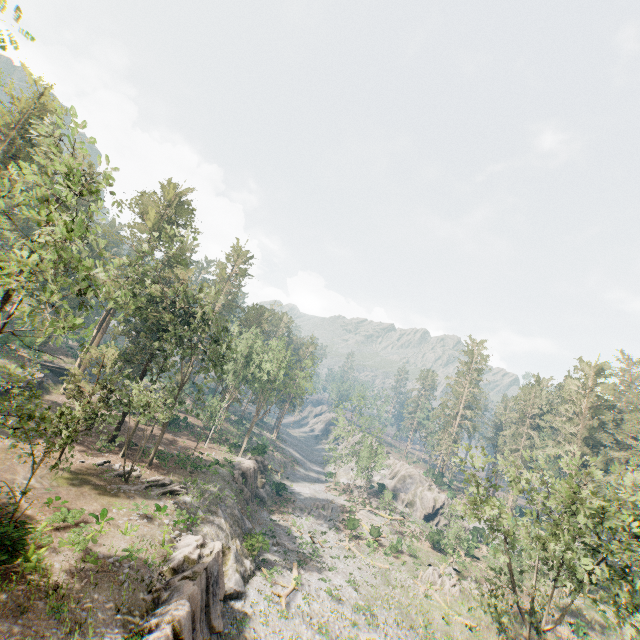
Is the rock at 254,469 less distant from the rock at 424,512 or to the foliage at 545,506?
the foliage at 545,506

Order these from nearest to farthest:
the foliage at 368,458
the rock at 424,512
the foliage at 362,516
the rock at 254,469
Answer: the rock at 254,469, the foliage at 362,516, the foliage at 368,458, the rock at 424,512

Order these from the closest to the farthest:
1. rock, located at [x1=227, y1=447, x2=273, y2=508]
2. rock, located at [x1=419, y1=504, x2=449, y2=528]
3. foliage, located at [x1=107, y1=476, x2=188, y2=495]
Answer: foliage, located at [x1=107, y1=476, x2=188, y2=495]
rock, located at [x1=227, y1=447, x2=273, y2=508]
rock, located at [x1=419, y1=504, x2=449, y2=528]

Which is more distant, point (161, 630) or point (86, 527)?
Result: point (86, 527)

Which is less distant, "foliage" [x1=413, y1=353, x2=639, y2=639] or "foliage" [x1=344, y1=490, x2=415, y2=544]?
"foliage" [x1=413, y1=353, x2=639, y2=639]

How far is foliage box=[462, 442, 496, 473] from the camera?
27.6 meters

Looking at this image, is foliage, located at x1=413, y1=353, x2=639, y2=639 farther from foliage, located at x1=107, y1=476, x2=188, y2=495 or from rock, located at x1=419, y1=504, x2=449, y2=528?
rock, located at x1=419, y1=504, x2=449, y2=528

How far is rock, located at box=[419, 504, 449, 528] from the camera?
58.9m
